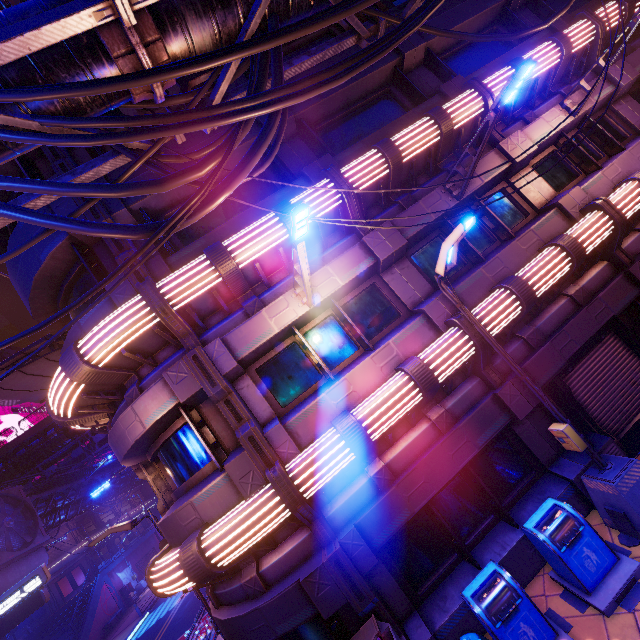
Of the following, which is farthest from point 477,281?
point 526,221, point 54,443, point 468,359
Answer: point 54,443

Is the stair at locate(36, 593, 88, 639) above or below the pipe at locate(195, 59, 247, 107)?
below

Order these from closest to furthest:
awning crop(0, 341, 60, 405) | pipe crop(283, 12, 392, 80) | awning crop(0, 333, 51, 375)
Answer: pipe crop(283, 12, 392, 80) → awning crop(0, 333, 51, 375) → awning crop(0, 341, 60, 405)

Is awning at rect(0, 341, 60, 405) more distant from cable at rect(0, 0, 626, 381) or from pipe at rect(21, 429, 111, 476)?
pipe at rect(21, 429, 111, 476)

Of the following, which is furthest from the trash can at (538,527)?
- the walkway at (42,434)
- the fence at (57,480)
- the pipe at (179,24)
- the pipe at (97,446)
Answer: the walkway at (42,434)

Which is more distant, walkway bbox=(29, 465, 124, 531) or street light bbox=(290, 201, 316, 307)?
walkway bbox=(29, 465, 124, 531)

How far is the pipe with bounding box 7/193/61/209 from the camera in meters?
5.2 m

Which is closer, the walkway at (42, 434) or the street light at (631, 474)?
the street light at (631, 474)
